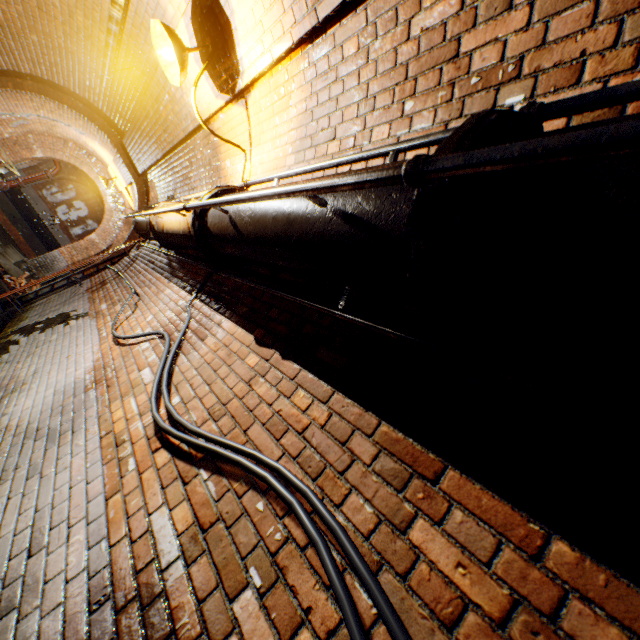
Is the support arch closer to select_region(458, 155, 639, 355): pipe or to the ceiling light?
the ceiling light

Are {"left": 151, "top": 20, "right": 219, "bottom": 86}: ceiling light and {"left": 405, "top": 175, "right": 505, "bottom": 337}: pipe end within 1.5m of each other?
no

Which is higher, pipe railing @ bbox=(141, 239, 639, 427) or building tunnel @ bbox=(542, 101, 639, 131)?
building tunnel @ bbox=(542, 101, 639, 131)

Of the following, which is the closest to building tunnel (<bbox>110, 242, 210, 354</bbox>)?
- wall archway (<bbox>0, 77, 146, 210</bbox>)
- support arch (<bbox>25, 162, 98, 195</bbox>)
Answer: wall archway (<bbox>0, 77, 146, 210</bbox>)

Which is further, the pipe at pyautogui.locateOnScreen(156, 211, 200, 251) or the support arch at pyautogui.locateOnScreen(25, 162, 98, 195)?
the support arch at pyautogui.locateOnScreen(25, 162, 98, 195)

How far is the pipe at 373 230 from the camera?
0.9m

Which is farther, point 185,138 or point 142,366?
point 185,138

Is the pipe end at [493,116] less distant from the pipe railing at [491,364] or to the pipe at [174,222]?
the pipe railing at [491,364]
